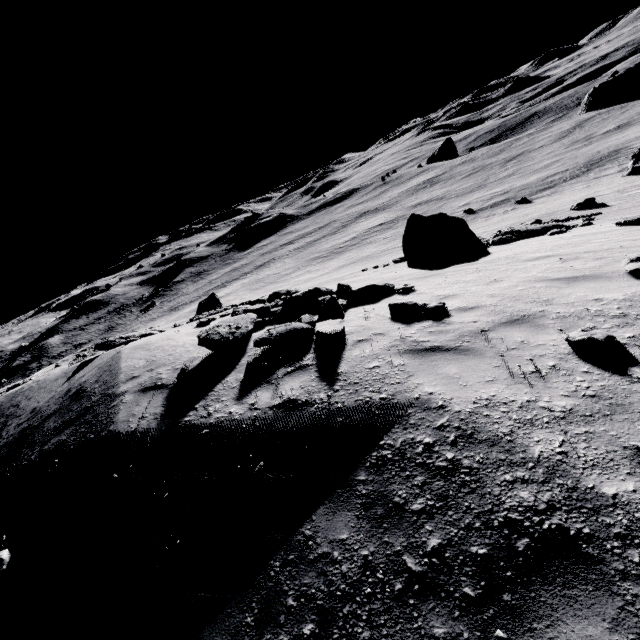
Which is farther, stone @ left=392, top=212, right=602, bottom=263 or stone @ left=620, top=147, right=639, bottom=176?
stone @ left=620, top=147, right=639, bottom=176

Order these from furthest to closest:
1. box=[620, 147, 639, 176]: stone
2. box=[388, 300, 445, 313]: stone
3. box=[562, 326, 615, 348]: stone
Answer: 1. box=[620, 147, 639, 176]: stone
2. box=[388, 300, 445, 313]: stone
3. box=[562, 326, 615, 348]: stone

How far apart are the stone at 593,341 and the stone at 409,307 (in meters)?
2.45

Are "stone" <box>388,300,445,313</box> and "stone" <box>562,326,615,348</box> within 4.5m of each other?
yes

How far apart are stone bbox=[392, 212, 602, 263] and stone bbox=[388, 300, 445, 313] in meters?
8.8

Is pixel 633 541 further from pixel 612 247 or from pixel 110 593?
pixel 612 247

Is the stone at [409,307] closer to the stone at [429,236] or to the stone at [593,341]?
the stone at [593,341]

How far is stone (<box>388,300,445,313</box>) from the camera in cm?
675
